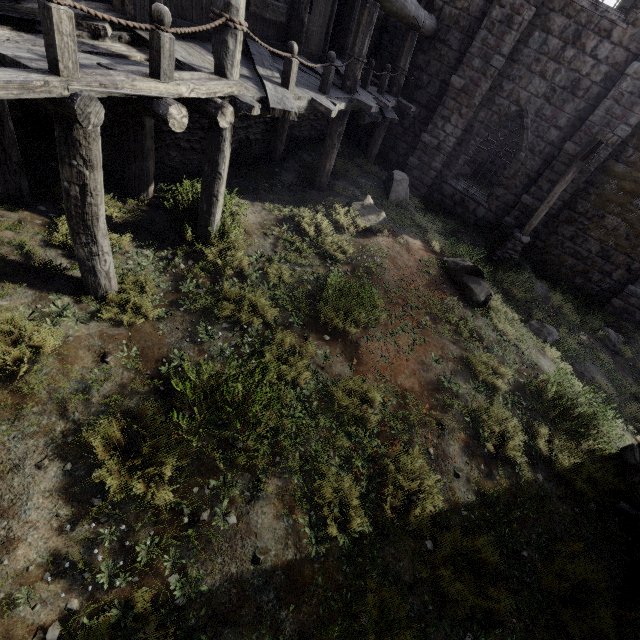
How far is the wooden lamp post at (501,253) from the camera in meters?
9.4

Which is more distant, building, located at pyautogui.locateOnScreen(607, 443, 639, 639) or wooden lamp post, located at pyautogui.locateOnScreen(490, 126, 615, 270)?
wooden lamp post, located at pyautogui.locateOnScreen(490, 126, 615, 270)

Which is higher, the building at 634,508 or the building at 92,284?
the building at 92,284

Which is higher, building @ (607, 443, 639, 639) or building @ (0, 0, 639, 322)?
building @ (0, 0, 639, 322)

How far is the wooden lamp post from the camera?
9.4m

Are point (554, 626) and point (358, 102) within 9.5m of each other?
no
